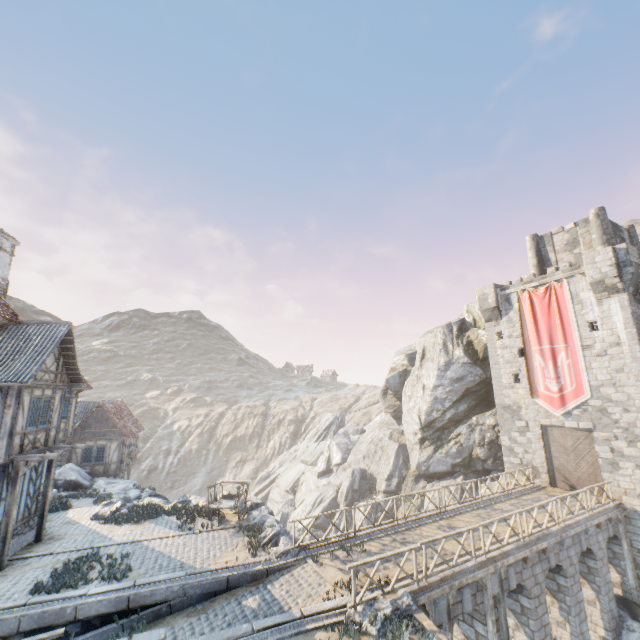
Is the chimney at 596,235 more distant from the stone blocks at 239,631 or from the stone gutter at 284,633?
the stone gutter at 284,633

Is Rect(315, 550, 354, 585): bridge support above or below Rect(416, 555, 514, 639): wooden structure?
above

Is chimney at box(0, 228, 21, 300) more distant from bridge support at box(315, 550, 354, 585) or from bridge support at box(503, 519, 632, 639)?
bridge support at box(503, 519, 632, 639)

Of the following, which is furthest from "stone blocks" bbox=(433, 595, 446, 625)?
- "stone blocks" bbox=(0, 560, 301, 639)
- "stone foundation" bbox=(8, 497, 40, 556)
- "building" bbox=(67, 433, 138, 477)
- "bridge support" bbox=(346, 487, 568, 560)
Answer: "building" bbox=(67, 433, 138, 477)

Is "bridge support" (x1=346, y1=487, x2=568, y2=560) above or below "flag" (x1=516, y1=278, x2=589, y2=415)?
below

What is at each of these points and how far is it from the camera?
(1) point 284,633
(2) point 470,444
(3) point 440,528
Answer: (1) stone gutter, 8.76m
(2) rock, 27.25m
(3) bridge support, 15.14m

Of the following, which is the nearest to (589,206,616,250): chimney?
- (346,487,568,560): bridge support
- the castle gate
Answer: the castle gate

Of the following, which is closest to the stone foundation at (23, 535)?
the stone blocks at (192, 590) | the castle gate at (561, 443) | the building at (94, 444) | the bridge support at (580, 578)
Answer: the stone blocks at (192, 590)
